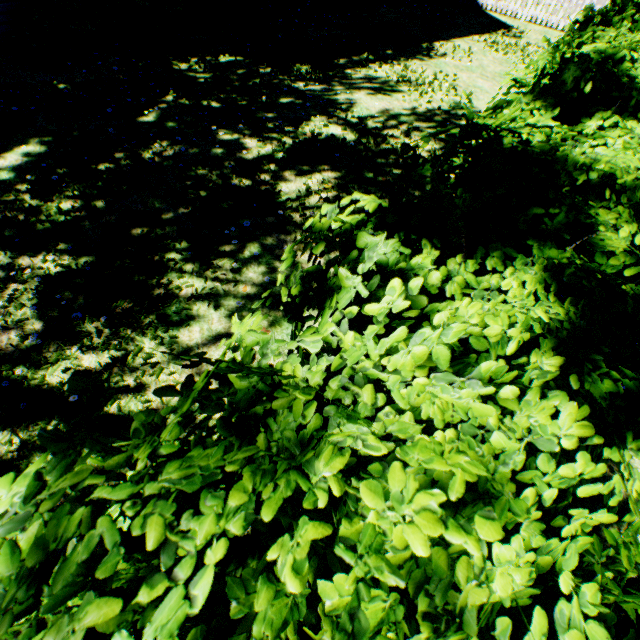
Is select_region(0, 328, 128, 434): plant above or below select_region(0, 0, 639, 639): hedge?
below

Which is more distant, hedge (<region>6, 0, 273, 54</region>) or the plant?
hedge (<region>6, 0, 273, 54</region>)

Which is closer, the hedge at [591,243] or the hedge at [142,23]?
the hedge at [591,243]

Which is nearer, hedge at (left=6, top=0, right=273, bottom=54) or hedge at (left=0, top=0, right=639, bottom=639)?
hedge at (left=0, top=0, right=639, bottom=639)

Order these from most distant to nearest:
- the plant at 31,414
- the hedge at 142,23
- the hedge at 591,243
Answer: the hedge at 142,23
the plant at 31,414
the hedge at 591,243

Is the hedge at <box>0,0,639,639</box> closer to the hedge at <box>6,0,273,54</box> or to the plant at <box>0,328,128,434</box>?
the plant at <box>0,328,128,434</box>

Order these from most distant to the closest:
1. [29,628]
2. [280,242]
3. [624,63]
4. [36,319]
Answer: [280,242] < [36,319] < [624,63] < [29,628]

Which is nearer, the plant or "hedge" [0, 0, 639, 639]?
"hedge" [0, 0, 639, 639]
